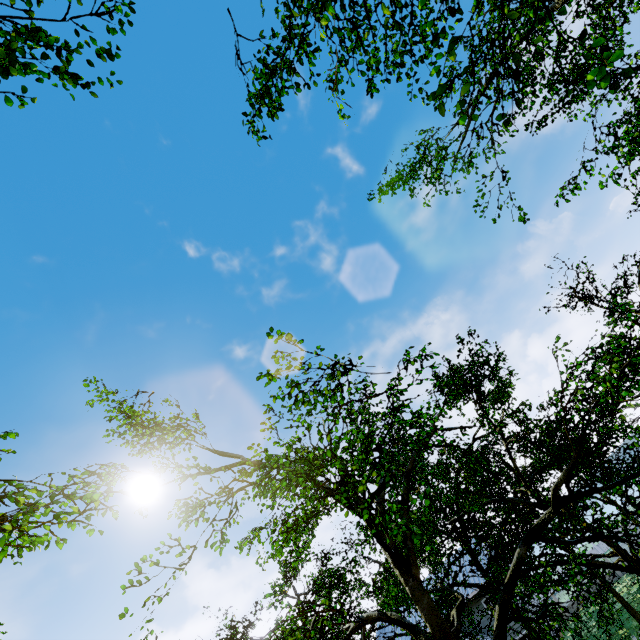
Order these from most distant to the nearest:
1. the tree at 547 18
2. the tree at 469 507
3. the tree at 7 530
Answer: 1. the tree at 7 530
2. the tree at 469 507
3. the tree at 547 18

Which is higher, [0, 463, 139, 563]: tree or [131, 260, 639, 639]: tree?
[0, 463, 139, 563]: tree

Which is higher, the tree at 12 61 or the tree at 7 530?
the tree at 12 61

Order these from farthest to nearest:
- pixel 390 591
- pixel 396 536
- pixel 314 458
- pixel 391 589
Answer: pixel 390 591 → pixel 396 536 → pixel 314 458 → pixel 391 589

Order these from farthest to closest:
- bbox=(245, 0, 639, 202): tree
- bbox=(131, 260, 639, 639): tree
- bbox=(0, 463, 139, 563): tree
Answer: bbox=(0, 463, 139, 563): tree → bbox=(131, 260, 639, 639): tree → bbox=(245, 0, 639, 202): tree

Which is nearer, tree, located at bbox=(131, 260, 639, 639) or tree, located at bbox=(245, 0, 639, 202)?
tree, located at bbox=(245, 0, 639, 202)
